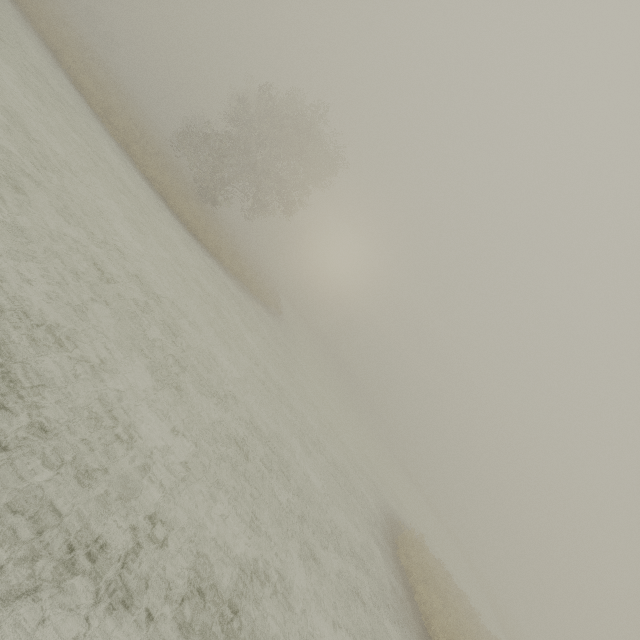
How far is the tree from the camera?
25.7 meters

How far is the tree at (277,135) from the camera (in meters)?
25.70

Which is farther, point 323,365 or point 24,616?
point 323,365
